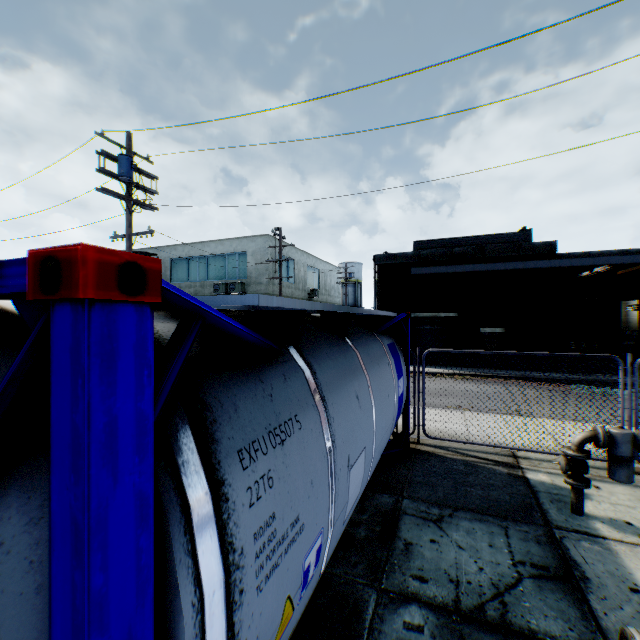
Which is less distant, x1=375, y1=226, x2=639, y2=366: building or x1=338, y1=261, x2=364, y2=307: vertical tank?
x1=375, y1=226, x2=639, y2=366: building

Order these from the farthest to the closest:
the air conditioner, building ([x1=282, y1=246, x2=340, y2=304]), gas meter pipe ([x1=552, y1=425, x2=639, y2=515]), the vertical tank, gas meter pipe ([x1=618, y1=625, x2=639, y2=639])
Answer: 1. the vertical tank
2. building ([x1=282, y1=246, x2=340, y2=304])
3. the air conditioner
4. gas meter pipe ([x1=552, y1=425, x2=639, y2=515])
5. gas meter pipe ([x1=618, y1=625, x2=639, y2=639])

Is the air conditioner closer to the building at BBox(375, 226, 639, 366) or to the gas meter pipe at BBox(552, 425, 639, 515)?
the building at BBox(375, 226, 639, 366)

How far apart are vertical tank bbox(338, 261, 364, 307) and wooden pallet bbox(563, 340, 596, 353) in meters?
35.9 m

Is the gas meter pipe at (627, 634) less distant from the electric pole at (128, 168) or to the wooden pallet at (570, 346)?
the electric pole at (128, 168)

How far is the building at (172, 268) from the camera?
27.00m

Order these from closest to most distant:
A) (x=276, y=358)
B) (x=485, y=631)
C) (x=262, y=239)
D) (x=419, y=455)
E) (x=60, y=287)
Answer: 1. (x=60, y=287)
2. (x=276, y=358)
3. (x=485, y=631)
4. (x=419, y=455)
5. (x=262, y=239)

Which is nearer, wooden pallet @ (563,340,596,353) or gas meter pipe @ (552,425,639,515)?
gas meter pipe @ (552,425,639,515)
